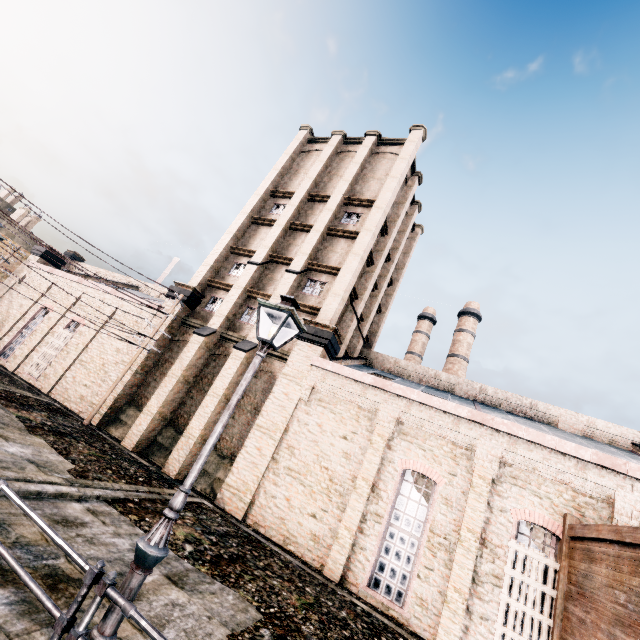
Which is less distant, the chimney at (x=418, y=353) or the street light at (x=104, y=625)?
the street light at (x=104, y=625)

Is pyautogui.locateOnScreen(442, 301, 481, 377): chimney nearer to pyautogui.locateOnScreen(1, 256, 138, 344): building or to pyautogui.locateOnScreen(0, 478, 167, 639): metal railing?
pyautogui.locateOnScreen(1, 256, 138, 344): building

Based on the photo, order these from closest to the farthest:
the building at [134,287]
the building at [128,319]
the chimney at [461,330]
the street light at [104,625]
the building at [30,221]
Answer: the street light at [104,625] < the building at [128,319] < the building at [134,287] < the building at [30,221] < the chimney at [461,330]

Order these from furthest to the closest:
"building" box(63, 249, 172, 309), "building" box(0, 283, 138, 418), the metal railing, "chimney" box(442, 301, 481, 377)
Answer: "chimney" box(442, 301, 481, 377)
"building" box(63, 249, 172, 309)
"building" box(0, 283, 138, 418)
the metal railing

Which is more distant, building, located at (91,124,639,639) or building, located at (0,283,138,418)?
building, located at (0,283,138,418)

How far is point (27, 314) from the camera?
25.9 meters

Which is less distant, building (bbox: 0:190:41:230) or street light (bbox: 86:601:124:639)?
street light (bbox: 86:601:124:639)

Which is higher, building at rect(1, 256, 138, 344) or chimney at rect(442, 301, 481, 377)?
chimney at rect(442, 301, 481, 377)
